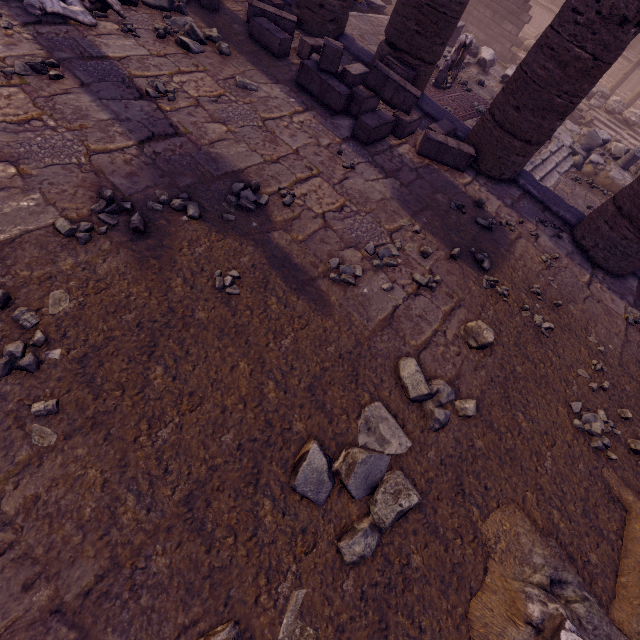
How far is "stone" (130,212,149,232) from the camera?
2.7m

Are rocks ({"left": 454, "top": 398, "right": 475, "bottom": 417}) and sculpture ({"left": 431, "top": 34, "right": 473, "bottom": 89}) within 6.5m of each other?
no

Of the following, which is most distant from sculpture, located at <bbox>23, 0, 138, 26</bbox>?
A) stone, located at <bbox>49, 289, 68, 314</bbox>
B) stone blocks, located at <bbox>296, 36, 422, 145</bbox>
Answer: stone, located at <bbox>49, 289, 68, 314</bbox>

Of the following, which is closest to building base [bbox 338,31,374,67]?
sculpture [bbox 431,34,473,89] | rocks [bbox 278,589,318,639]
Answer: sculpture [bbox 431,34,473,89]

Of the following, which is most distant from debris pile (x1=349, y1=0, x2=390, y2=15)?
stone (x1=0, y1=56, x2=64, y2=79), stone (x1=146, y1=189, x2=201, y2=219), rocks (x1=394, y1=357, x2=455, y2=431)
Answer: rocks (x1=394, y1=357, x2=455, y2=431)

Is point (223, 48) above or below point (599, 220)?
below

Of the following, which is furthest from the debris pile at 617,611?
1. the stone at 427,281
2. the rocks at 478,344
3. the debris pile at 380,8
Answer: the debris pile at 380,8

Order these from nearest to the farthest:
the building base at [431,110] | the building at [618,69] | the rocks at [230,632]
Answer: the rocks at [230,632]
the building base at [431,110]
the building at [618,69]
